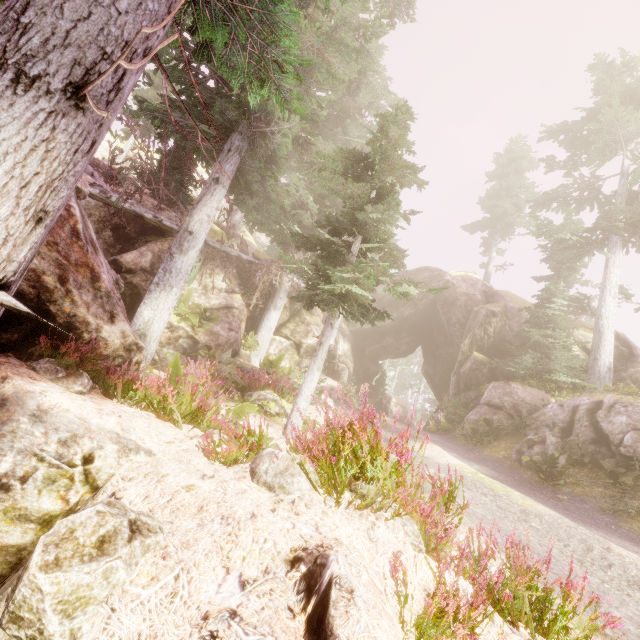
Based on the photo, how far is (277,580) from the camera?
2.1m

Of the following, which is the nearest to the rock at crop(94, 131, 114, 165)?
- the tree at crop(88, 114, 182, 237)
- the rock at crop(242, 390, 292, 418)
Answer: the tree at crop(88, 114, 182, 237)

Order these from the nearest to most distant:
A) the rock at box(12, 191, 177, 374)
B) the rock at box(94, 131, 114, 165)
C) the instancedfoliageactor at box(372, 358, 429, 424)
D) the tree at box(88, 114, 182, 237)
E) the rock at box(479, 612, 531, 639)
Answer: the rock at box(479, 612, 531, 639) → the rock at box(12, 191, 177, 374) → the tree at box(88, 114, 182, 237) → the rock at box(94, 131, 114, 165) → the instancedfoliageactor at box(372, 358, 429, 424)

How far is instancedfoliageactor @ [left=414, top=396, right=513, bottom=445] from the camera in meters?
13.8 m

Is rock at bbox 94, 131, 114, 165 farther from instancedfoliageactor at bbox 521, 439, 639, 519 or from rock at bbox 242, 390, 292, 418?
rock at bbox 242, 390, 292, 418

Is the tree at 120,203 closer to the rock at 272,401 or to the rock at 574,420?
the rock at 574,420
